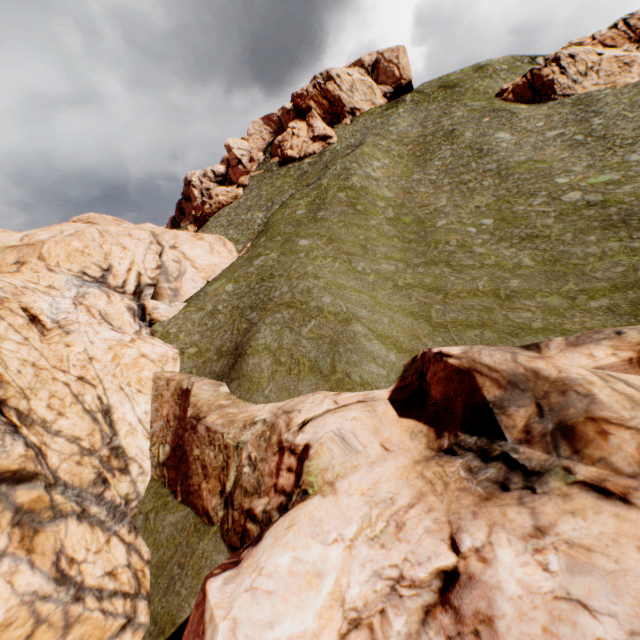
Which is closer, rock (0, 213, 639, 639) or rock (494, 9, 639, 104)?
rock (0, 213, 639, 639)

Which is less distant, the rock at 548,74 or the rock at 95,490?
the rock at 95,490

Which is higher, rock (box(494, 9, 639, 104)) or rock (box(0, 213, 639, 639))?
rock (box(494, 9, 639, 104))

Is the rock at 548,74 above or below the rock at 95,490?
above

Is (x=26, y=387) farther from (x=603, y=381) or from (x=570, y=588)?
(x=603, y=381)
